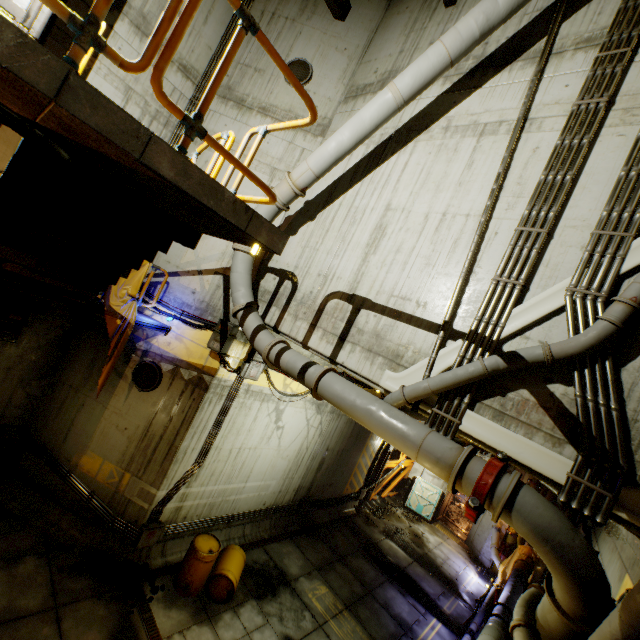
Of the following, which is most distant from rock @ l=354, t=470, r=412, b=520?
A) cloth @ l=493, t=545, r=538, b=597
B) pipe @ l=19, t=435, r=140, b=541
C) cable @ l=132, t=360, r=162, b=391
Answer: cable @ l=132, t=360, r=162, b=391

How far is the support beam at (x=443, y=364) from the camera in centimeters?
484cm

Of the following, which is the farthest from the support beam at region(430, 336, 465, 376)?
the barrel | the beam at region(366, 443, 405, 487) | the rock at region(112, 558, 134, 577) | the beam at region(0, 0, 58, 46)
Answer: the beam at region(366, 443, 405, 487)

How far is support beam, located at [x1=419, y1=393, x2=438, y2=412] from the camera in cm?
481

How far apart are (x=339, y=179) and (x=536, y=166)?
4.18m

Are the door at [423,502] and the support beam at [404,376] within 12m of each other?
no

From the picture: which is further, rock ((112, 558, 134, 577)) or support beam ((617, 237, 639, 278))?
rock ((112, 558, 134, 577))
